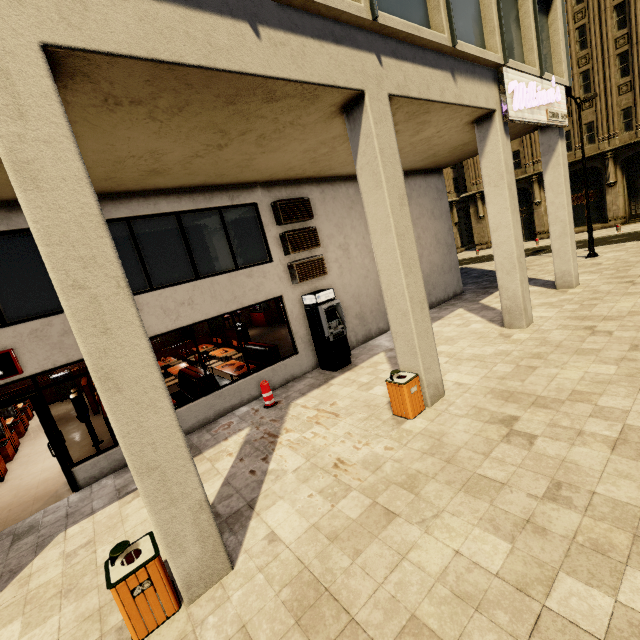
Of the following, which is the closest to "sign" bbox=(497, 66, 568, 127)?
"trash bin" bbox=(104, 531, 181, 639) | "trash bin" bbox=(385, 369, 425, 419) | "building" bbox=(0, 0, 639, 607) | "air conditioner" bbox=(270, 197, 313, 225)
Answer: "building" bbox=(0, 0, 639, 607)

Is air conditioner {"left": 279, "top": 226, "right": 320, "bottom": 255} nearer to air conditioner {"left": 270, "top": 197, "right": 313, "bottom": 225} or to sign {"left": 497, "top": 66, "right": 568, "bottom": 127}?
air conditioner {"left": 270, "top": 197, "right": 313, "bottom": 225}

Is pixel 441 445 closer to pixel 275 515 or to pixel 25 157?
pixel 275 515

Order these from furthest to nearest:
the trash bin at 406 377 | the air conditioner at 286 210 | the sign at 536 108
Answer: the air conditioner at 286 210, the sign at 536 108, the trash bin at 406 377

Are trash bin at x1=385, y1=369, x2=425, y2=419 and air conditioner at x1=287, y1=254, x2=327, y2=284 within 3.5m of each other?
no

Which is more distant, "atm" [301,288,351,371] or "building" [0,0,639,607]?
"atm" [301,288,351,371]

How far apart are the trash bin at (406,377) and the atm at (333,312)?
3.1 meters

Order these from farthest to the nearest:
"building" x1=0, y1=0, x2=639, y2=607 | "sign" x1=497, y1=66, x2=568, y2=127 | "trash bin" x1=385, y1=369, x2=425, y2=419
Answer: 1. "sign" x1=497, y1=66, x2=568, y2=127
2. "trash bin" x1=385, y1=369, x2=425, y2=419
3. "building" x1=0, y1=0, x2=639, y2=607
